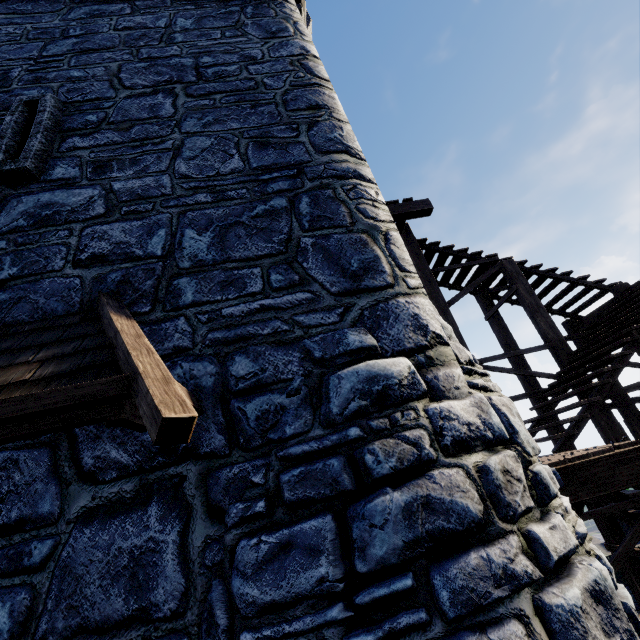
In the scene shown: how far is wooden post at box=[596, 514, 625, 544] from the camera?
6.9 meters

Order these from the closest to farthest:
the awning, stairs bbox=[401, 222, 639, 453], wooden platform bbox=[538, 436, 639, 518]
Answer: the awning < wooden platform bbox=[538, 436, 639, 518] < stairs bbox=[401, 222, 639, 453]

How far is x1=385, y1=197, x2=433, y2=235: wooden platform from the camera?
7.6 meters

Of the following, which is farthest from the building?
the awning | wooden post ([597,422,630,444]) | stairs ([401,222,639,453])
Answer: wooden post ([597,422,630,444])

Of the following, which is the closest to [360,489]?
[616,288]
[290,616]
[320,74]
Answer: [290,616]

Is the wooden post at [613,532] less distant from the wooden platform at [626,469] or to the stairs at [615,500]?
the stairs at [615,500]

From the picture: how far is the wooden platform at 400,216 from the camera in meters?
7.6 m

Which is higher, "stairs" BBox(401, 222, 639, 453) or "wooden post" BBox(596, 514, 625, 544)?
"stairs" BBox(401, 222, 639, 453)
